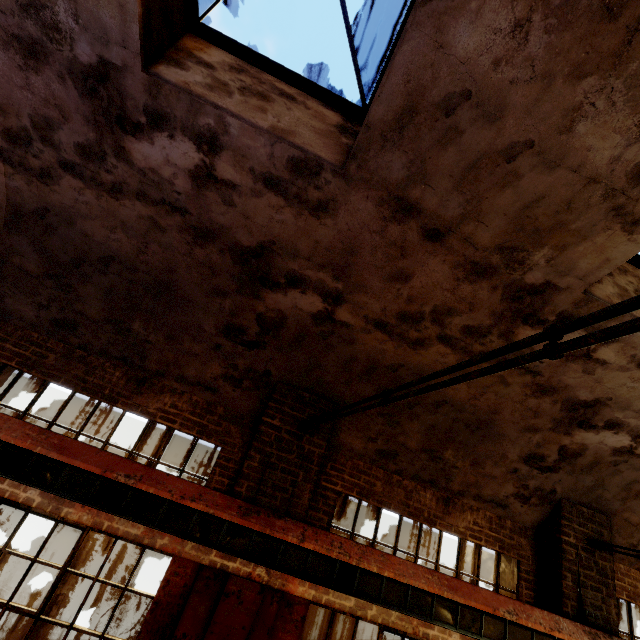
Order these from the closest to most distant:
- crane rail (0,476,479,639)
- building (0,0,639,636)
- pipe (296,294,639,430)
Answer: pipe (296,294,639,430) → building (0,0,639,636) → crane rail (0,476,479,639)

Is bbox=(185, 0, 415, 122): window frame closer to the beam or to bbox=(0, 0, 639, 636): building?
bbox=(0, 0, 639, 636): building

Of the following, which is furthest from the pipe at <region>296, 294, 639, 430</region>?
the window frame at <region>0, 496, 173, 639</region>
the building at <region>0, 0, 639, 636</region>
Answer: the window frame at <region>0, 496, 173, 639</region>

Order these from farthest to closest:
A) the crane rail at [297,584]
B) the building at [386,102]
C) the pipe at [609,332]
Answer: the crane rail at [297,584], the building at [386,102], the pipe at [609,332]

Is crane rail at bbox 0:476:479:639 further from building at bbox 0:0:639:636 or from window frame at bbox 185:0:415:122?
window frame at bbox 185:0:415:122

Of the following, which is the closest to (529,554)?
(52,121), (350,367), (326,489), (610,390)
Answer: (610,390)

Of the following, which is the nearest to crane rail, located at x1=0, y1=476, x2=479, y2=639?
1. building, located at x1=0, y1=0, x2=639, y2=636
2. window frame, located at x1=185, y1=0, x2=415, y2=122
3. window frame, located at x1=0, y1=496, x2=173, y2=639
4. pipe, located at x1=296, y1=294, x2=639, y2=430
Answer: building, located at x1=0, y1=0, x2=639, y2=636

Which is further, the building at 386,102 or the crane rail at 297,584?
the crane rail at 297,584
